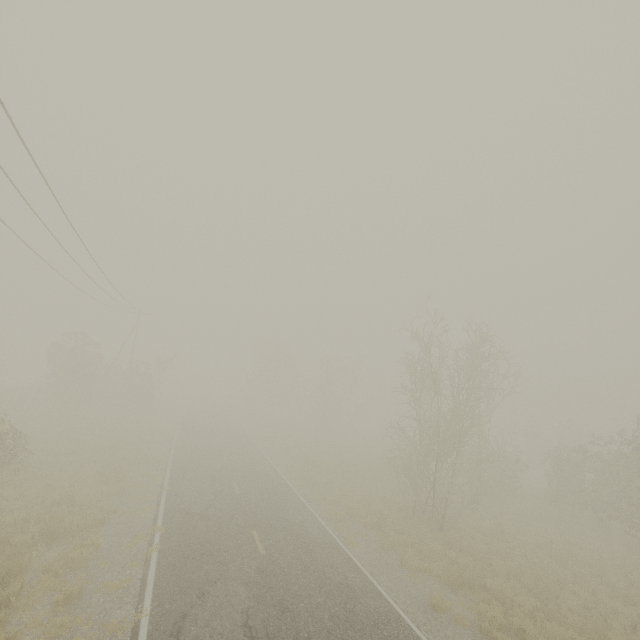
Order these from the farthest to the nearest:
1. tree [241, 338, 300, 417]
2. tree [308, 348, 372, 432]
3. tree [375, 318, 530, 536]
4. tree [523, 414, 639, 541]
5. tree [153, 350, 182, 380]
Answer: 1. tree [241, 338, 300, 417]
2. tree [308, 348, 372, 432]
3. tree [153, 350, 182, 380]
4. tree [523, 414, 639, 541]
5. tree [375, 318, 530, 536]

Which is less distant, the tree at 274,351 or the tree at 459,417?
the tree at 459,417

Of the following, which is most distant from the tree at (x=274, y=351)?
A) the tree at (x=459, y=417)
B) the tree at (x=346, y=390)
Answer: the tree at (x=459, y=417)

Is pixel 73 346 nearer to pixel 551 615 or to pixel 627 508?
pixel 551 615

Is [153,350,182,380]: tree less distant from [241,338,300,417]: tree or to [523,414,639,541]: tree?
[241,338,300,417]: tree

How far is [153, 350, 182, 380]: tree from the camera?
37.5 meters

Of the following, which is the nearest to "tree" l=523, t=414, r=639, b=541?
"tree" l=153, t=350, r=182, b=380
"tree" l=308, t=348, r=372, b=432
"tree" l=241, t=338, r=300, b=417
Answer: "tree" l=308, t=348, r=372, b=432
